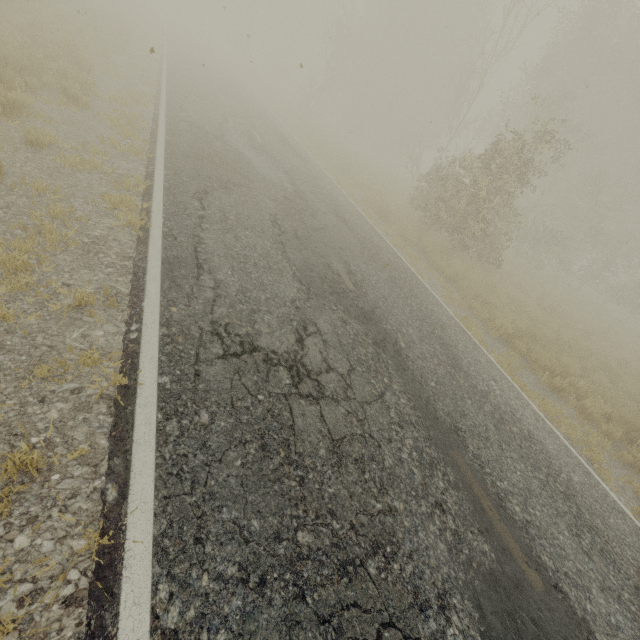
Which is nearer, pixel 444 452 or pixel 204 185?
pixel 444 452
